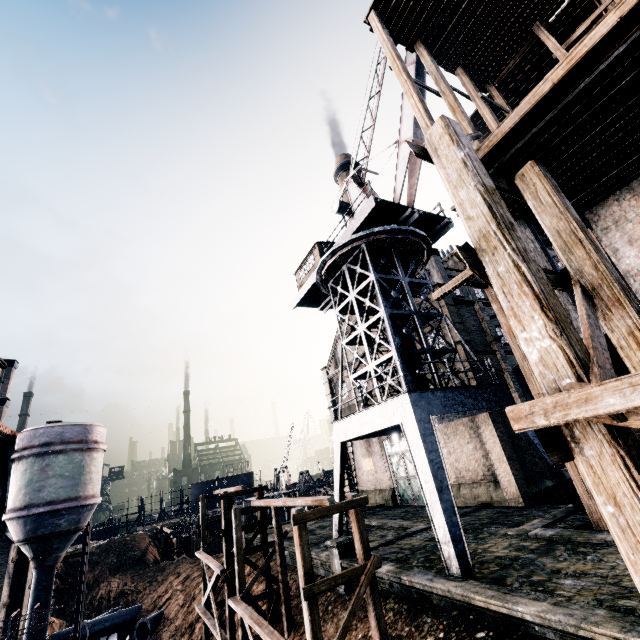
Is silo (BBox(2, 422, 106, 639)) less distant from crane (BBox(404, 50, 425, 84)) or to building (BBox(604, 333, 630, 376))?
building (BBox(604, 333, 630, 376))

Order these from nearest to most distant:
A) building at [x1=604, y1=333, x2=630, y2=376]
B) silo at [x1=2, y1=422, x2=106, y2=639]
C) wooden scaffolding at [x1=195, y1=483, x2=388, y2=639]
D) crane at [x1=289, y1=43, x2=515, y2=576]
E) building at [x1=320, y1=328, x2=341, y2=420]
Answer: building at [x1=604, y1=333, x2=630, y2=376] < wooden scaffolding at [x1=195, y1=483, x2=388, y2=639] < crane at [x1=289, y1=43, x2=515, y2=576] < silo at [x1=2, y1=422, x2=106, y2=639] < building at [x1=320, y1=328, x2=341, y2=420]

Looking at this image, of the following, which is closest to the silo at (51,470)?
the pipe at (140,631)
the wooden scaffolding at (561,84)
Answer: the pipe at (140,631)

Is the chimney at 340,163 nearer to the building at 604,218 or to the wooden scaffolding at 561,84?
the building at 604,218

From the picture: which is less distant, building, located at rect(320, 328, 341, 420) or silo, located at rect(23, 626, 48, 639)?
silo, located at rect(23, 626, 48, 639)

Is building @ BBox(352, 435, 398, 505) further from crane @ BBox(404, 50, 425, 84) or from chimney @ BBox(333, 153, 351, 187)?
crane @ BBox(404, 50, 425, 84)

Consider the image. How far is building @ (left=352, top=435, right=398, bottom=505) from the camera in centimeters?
3034cm

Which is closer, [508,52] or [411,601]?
[411,601]
